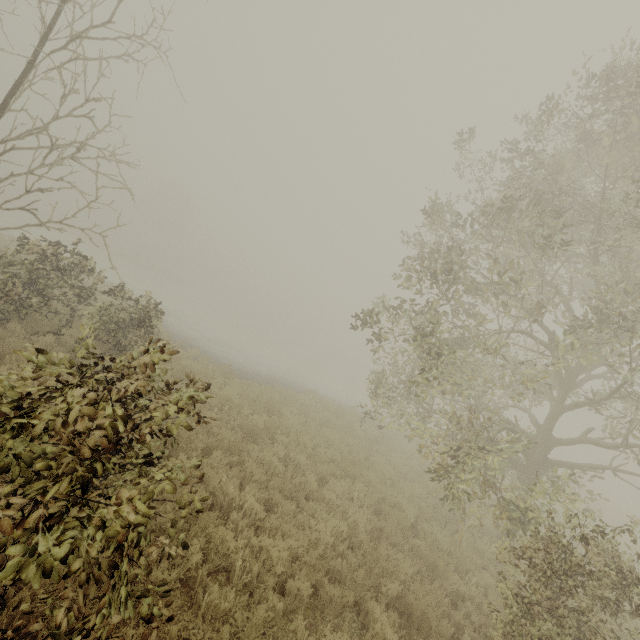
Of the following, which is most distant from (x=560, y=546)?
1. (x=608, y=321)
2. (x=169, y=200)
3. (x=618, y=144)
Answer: (x=169, y=200)

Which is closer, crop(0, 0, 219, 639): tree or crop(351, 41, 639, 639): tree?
crop(0, 0, 219, 639): tree

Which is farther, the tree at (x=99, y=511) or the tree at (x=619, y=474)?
the tree at (x=619, y=474)
